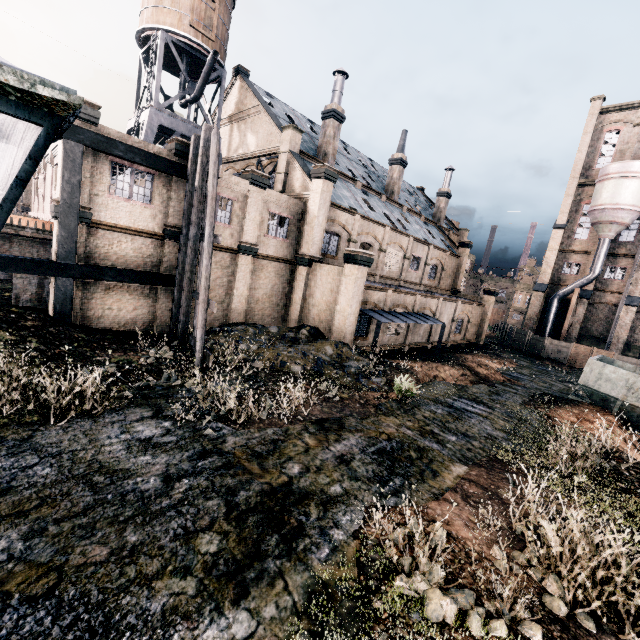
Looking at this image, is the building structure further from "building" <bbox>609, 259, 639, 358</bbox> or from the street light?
the street light

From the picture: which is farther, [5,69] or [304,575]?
[304,575]

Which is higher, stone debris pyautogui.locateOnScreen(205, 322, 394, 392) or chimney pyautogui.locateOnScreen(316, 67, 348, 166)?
chimney pyautogui.locateOnScreen(316, 67, 348, 166)

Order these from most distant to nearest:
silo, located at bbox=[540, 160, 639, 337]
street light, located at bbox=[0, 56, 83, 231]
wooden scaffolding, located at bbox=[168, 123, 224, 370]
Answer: silo, located at bbox=[540, 160, 639, 337] → wooden scaffolding, located at bbox=[168, 123, 224, 370] → street light, located at bbox=[0, 56, 83, 231]

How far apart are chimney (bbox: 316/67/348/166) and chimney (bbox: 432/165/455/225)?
22.03m

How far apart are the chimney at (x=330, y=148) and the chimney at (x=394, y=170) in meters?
9.4

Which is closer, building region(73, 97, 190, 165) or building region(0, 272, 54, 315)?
building region(73, 97, 190, 165)

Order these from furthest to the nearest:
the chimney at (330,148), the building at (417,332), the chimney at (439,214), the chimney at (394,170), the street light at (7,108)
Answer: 1. the chimney at (439,214)
2. the chimney at (394,170)
3. the chimney at (330,148)
4. the building at (417,332)
5. the street light at (7,108)
